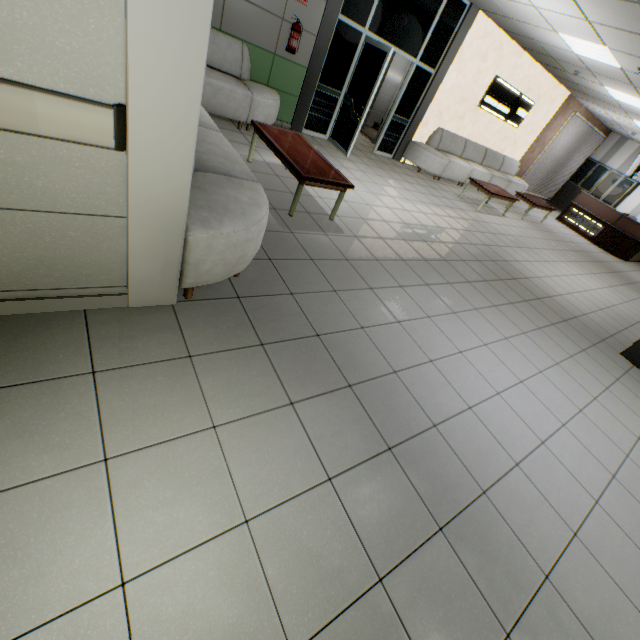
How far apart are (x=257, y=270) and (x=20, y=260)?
1.6m

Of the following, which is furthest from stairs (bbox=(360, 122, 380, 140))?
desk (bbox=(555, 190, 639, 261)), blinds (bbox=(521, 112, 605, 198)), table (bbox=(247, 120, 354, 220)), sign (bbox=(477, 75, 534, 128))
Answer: table (bbox=(247, 120, 354, 220))

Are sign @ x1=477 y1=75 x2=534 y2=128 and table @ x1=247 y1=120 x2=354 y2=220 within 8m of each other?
yes

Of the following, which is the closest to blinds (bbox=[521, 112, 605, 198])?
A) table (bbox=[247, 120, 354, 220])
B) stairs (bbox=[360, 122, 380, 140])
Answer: stairs (bbox=[360, 122, 380, 140])

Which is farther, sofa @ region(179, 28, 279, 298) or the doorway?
the doorway

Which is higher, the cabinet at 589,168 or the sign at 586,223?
the cabinet at 589,168

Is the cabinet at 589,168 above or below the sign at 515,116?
below

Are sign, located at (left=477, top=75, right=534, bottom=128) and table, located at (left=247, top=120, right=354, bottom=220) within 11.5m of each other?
yes
